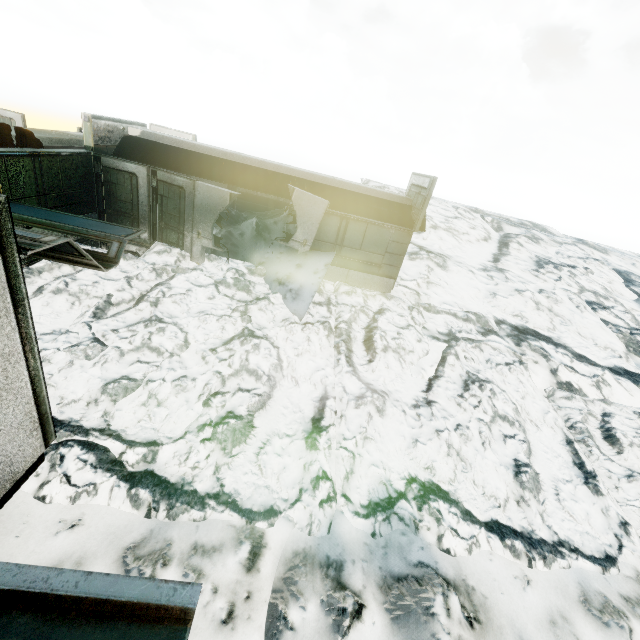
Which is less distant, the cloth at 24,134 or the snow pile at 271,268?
the cloth at 24,134

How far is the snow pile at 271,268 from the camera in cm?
1033

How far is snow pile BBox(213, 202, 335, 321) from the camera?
10.33m

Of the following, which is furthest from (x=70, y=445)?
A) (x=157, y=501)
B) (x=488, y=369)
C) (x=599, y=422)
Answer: (x=599, y=422)

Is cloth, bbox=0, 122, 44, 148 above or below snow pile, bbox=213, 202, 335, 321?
above

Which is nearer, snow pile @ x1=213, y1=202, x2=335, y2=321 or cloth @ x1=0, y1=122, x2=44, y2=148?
cloth @ x1=0, y1=122, x2=44, y2=148
